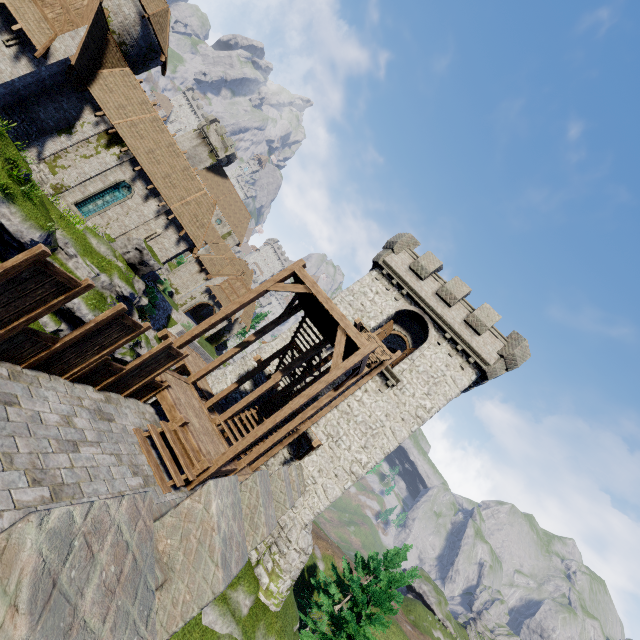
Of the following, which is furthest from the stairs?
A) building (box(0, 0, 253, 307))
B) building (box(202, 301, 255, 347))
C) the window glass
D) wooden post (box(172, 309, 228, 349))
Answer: building (box(202, 301, 255, 347))

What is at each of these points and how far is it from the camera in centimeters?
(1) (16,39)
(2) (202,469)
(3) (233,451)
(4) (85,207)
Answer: (1) window slit, 1691cm
(2) stairs, 850cm
(3) wooden post, 896cm
(4) window glass, 2239cm

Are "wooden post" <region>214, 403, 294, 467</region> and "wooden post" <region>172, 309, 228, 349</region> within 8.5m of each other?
yes

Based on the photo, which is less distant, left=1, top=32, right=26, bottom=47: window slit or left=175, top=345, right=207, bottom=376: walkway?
left=1, top=32, right=26, bottom=47: window slit

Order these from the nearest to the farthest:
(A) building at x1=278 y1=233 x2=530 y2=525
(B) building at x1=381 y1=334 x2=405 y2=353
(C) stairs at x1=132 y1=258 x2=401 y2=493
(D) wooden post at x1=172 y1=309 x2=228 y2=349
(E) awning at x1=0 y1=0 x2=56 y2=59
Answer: (C) stairs at x1=132 y1=258 x2=401 y2=493 < (D) wooden post at x1=172 y1=309 x2=228 y2=349 < (E) awning at x1=0 y1=0 x2=56 y2=59 < (A) building at x1=278 y1=233 x2=530 y2=525 < (B) building at x1=381 y1=334 x2=405 y2=353

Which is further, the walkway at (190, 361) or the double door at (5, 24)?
the walkway at (190, 361)

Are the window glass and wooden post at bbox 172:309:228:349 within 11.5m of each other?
no

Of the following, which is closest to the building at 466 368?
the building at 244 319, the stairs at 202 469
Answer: the stairs at 202 469
